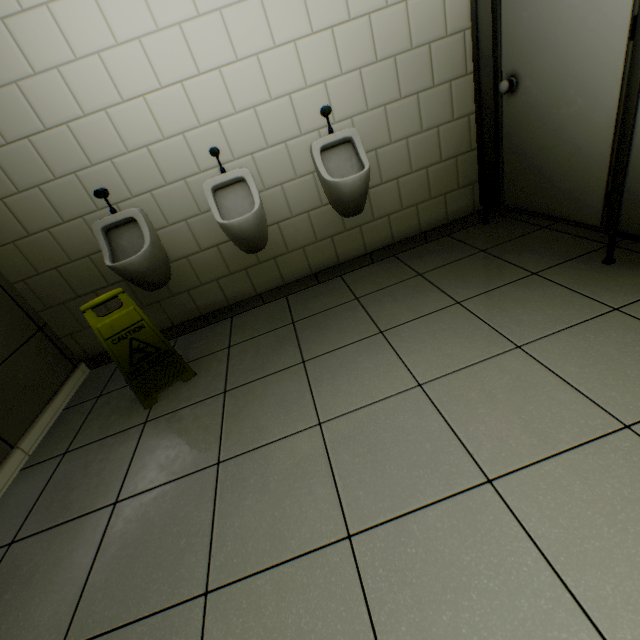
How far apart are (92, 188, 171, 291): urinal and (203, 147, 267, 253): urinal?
0.49m

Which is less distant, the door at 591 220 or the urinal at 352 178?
the door at 591 220

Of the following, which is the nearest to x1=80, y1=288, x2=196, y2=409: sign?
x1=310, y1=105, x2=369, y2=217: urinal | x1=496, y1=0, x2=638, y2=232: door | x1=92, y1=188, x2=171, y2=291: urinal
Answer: x1=92, y1=188, x2=171, y2=291: urinal

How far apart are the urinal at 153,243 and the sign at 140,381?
0.30m

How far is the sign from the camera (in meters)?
1.85

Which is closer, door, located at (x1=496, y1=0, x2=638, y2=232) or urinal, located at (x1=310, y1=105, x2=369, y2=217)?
door, located at (x1=496, y1=0, x2=638, y2=232)

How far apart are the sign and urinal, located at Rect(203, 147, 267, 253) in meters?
0.8 m

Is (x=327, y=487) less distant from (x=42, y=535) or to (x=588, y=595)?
(x=588, y=595)
